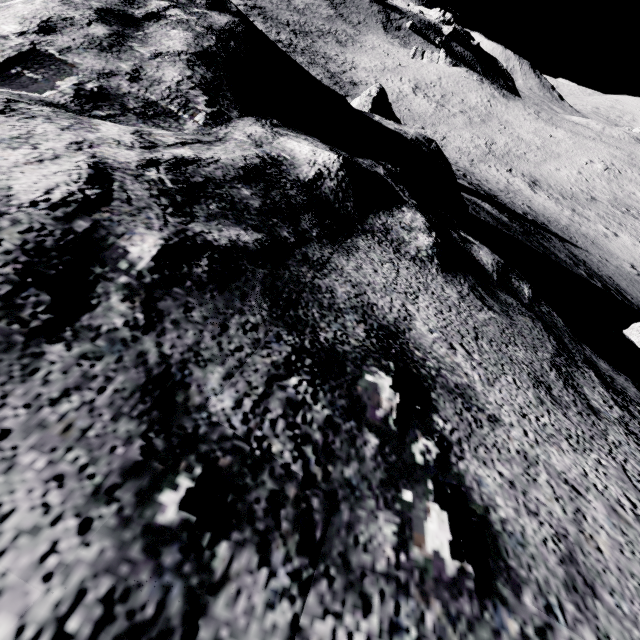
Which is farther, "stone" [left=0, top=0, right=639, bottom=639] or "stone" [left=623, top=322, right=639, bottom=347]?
"stone" [left=623, top=322, right=639, bottom=347]

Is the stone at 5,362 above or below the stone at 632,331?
above

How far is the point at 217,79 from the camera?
3.5 meters

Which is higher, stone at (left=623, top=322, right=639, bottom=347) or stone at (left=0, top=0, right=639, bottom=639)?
stone at (left=0, top=0, right=639, bottom=639)

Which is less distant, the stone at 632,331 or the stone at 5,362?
the stone at 5,362
